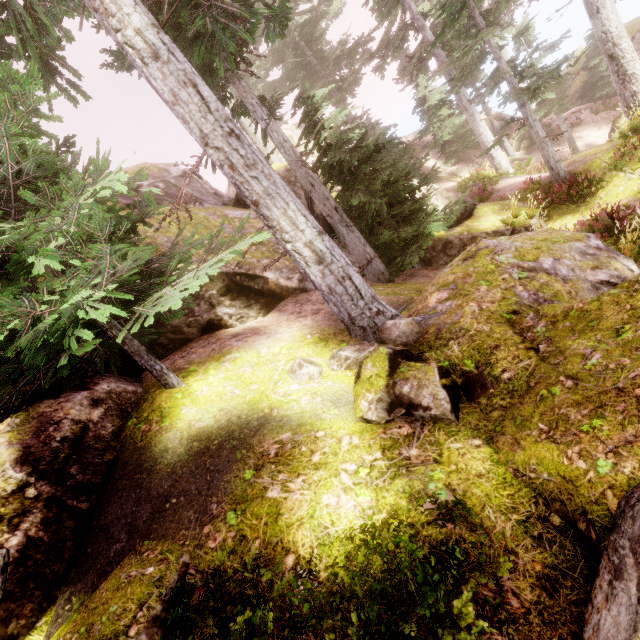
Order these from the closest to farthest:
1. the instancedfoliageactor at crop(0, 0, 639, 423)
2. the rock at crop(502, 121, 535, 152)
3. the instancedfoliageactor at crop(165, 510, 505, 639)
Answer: the instancedfoliageactor at crop(165, 510, 505, 639) → the instancedfoliageactor at crop(0, 0, 639, 423) → the rock at crop(502, 121, 535, 152)

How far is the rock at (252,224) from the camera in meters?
11.0

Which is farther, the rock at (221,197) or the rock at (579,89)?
the rock at (579,89)

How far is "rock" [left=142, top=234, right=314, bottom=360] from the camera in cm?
779

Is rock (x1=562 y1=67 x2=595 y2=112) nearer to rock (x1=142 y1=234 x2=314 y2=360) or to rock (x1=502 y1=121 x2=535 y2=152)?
rock (x1=502 y1=121 x2=535 y2=152)

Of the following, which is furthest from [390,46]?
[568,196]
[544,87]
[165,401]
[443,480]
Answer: [443,480]
